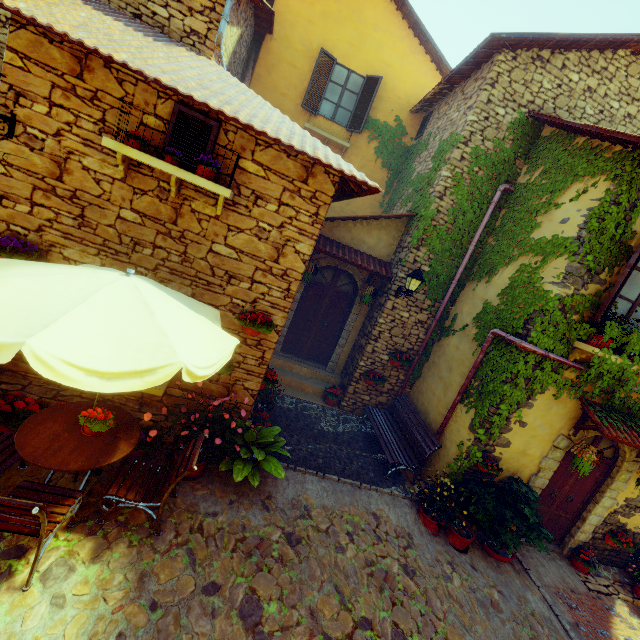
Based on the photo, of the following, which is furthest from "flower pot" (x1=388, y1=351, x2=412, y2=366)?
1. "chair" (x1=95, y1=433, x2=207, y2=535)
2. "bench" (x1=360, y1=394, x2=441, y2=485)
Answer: "chair" (x1=95, y1=433, x2=207, y2=535)

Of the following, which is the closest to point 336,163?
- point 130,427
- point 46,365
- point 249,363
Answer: point 249,363

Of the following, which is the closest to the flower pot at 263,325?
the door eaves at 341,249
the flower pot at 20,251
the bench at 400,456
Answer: the flower pot at 20,251

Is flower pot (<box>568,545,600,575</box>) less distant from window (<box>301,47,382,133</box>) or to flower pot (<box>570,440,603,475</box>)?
flower pot (<box>570,440,603,475</box>)

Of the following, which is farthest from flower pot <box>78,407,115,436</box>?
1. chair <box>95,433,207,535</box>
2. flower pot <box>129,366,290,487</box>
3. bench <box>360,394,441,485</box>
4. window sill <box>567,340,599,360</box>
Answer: window sill <box>567,340,599,360</box>

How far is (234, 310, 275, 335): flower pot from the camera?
4.9m

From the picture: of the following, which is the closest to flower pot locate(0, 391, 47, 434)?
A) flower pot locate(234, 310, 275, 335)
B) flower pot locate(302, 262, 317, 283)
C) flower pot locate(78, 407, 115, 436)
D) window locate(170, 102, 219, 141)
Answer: Result: flower pot locate(78, 407, 115, 436)

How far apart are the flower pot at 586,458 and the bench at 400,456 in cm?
232
